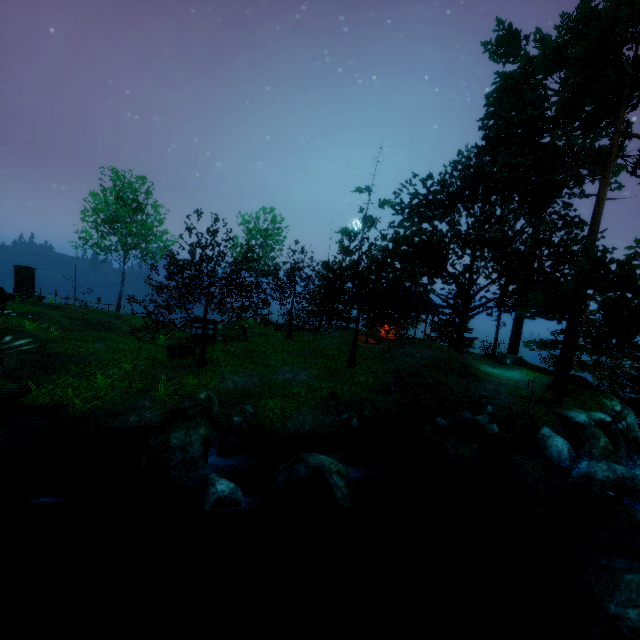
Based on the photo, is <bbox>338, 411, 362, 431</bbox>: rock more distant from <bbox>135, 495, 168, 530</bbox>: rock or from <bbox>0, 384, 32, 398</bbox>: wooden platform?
<bbox>0, 384, 32, 398</bbox>: wooden platform

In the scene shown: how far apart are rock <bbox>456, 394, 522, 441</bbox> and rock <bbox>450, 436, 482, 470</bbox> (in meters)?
0.37

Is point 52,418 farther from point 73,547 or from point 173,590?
point 173,590

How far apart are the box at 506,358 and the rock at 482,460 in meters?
11.4 m

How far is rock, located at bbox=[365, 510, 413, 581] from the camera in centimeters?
785cm

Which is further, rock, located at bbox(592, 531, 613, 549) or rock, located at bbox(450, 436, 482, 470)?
rock, located at bbox(450, 436, 482, 470)

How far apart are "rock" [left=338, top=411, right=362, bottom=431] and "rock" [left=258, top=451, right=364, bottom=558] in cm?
279

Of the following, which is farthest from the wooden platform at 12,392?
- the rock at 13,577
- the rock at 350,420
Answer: the rock at 350,420
